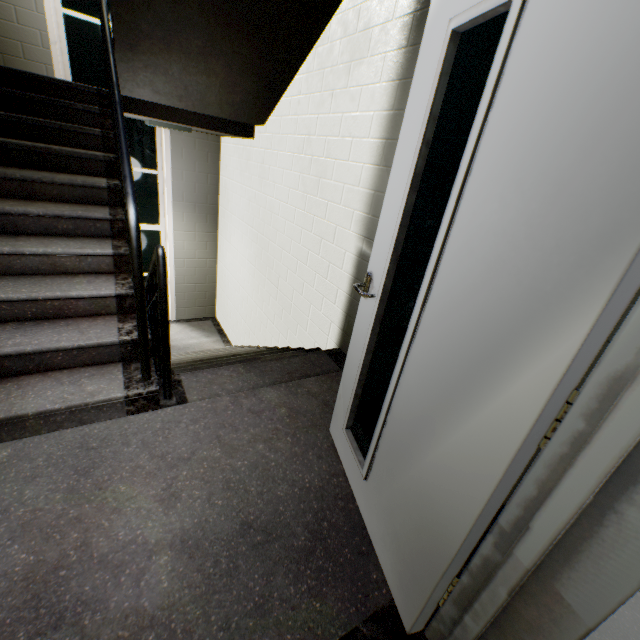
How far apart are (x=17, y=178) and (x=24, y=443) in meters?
1.8

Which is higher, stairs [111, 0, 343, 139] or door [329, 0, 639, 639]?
stairs [111, 0, 343, 139]

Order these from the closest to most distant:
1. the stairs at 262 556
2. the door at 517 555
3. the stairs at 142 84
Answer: the door at 517 555
the stairs at 262 556
the stairs at 142 84

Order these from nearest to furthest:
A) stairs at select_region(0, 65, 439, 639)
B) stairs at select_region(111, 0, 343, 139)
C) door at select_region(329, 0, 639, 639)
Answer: door at select_region(329, 0, 639, 639) < stairs at select_region(0, 65, 439, 639) < stairs at select_region(111, 0, 343, 139)

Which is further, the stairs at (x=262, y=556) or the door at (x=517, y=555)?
the stairs at (x=262, y=556)

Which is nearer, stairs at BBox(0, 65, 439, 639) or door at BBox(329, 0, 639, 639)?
door at BBox(329, 0, 639, 639)

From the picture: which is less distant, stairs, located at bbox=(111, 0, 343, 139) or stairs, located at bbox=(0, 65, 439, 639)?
stairs, located at bbox=(0, 65, 439, 639)
